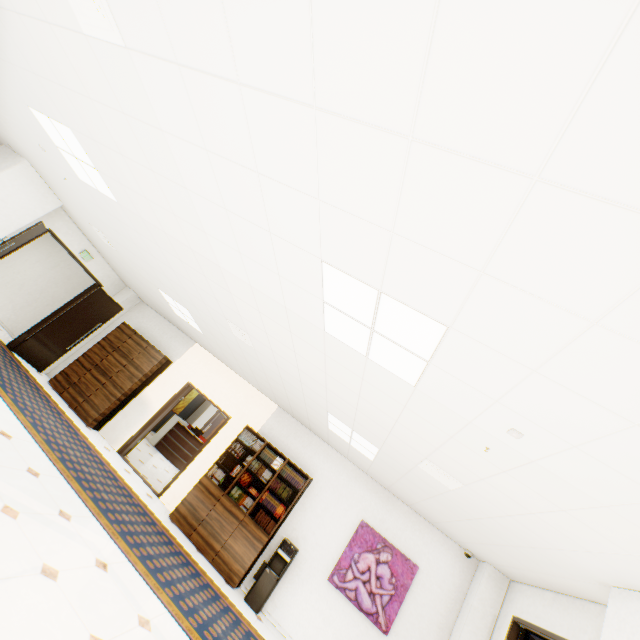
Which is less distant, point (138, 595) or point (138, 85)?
point (138, 85)

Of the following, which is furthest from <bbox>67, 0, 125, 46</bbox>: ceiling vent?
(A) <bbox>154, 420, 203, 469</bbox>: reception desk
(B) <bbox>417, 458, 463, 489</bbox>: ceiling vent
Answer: (A) <bbox>154, 420, 203, 469</bbox>: reception desk

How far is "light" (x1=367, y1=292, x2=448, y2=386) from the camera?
2.12m

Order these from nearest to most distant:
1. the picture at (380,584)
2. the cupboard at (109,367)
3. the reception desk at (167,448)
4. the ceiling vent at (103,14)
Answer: the ceiling vent at (103,14)
the picture at (380,584)
the cupboard at (109,367)
the reception desk at (167,448)

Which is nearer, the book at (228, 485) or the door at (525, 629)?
the door at (525, 629)

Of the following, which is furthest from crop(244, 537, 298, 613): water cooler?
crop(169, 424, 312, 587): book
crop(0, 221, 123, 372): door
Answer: crop(0, 221, 123, 372): door

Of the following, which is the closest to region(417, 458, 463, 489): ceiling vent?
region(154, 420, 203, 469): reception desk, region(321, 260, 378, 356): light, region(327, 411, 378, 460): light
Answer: region(327, 411, 378, 460): light

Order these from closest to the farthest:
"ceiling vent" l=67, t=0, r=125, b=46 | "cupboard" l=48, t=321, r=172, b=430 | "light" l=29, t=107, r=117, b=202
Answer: "ceiling vent" l=67, t=0, r=125, b=46, "light" l=29, t=107, r=117, b=202, "cupboard" l=48, t=321, r=172, b=430
